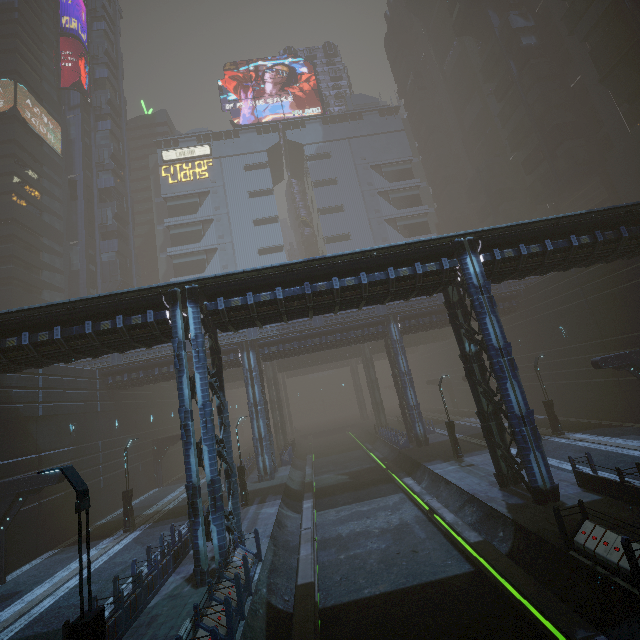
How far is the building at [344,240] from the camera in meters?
59.1 m

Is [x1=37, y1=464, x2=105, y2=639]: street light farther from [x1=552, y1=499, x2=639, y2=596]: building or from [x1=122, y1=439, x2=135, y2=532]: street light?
[x1=122, y1=439, x2=135, y2=532]: street light

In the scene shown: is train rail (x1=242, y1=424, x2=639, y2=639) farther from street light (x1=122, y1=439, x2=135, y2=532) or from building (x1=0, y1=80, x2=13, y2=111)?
street light (x1=122, y1=439, x2=135, y2=532)

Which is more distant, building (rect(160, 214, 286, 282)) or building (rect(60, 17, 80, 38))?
building (rect(60, 17, 80, 38))

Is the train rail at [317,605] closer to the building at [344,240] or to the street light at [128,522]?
the building at [344,240]

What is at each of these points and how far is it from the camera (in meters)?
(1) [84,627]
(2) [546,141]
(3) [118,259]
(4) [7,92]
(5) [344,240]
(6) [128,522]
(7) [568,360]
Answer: (1) street light, 6.70
(2) building, 38.47
(3) building, 52.38
(4) building, 44.81
(5) building, 59.72
(6) street light, 20.67
(7) building, 26.50

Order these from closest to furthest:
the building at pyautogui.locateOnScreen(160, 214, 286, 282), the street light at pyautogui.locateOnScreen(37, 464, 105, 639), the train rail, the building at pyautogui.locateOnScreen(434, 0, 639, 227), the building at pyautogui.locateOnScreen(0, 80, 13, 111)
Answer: the street light at pyautogui.locateOnScreen(37, 464, 105, 639), the train rail, the building at pyautogui.locateOnScreen(434, 0, 639, 227), the building at pyautogui.locateOnScreen(0, 80, 13, 111), the building at pyautogui.locateOnScreen(160, 214, 286, 282)
